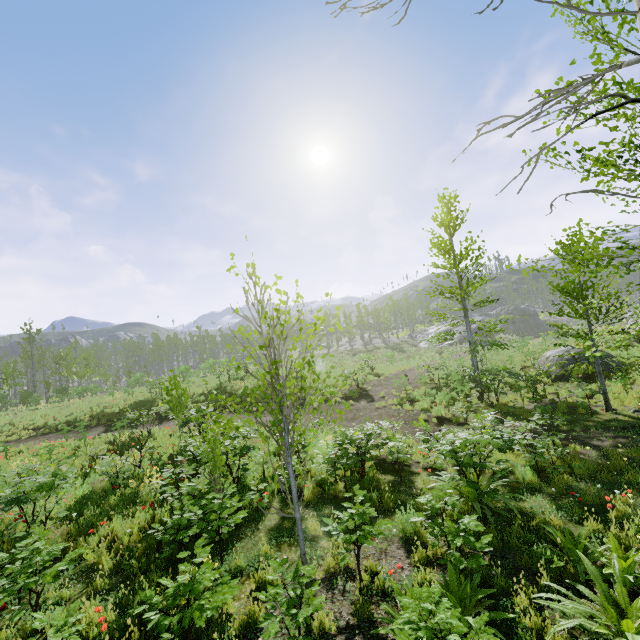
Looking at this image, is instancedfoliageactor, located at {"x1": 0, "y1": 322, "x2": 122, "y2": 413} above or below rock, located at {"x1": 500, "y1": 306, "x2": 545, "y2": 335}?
above

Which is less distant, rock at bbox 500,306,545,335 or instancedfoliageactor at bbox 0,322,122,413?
instancedfoliageactor at bbox 0,322,122,413

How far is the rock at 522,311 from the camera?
57.1m

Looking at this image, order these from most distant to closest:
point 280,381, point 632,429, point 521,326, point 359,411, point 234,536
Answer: point 521,326 < point 280,381 < point 359,411 < point 632,429 < point 234,536

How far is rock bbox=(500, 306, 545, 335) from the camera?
57.1m

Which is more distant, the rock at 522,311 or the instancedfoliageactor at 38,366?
the rock at 522,311
